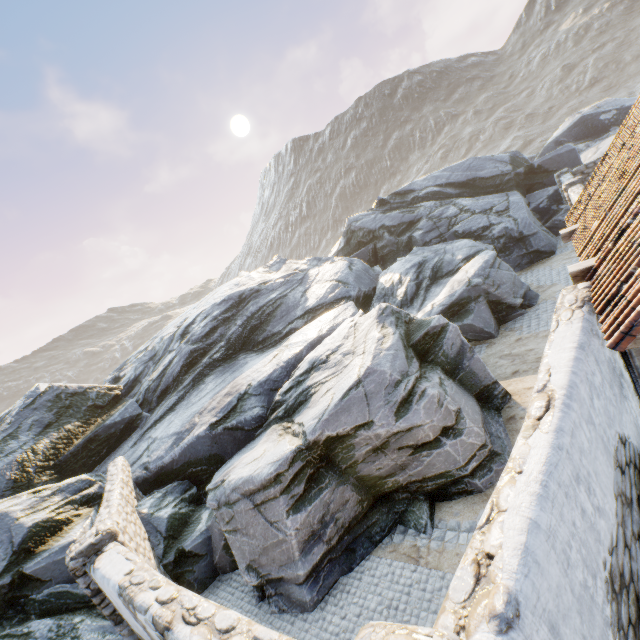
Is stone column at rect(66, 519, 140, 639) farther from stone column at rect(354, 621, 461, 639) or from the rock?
stone column at rect(354, 621, 461, 639)

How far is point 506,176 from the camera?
20.09m

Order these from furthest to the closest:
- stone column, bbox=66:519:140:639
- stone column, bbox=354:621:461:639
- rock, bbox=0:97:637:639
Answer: rock, bbox=0:97:637:639 → stone column, bbox=66:519:140:639 → stone column, bbox=354:621:461:639

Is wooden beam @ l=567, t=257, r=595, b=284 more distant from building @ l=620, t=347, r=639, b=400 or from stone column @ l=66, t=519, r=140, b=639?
stone column @ l=66, t=519, r=140, b=639

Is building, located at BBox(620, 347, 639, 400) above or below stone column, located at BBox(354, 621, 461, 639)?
below

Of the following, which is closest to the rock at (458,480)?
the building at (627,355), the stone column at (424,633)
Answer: the building at (627,355)

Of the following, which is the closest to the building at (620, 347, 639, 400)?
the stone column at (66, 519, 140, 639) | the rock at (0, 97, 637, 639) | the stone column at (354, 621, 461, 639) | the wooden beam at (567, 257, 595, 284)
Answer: the wooden beam at (567, 257, 595, 284)

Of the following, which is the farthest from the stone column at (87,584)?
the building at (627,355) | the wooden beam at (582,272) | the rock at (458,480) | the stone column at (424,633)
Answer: the wooden beam at (582,272)
